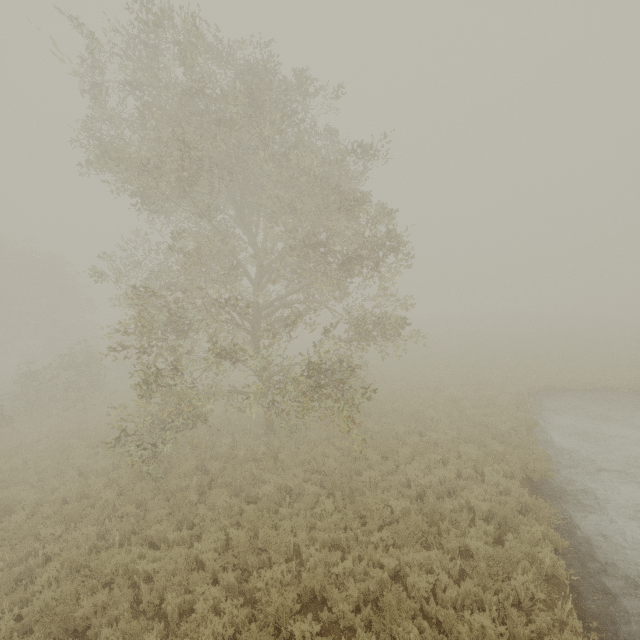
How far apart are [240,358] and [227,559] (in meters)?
9.05
